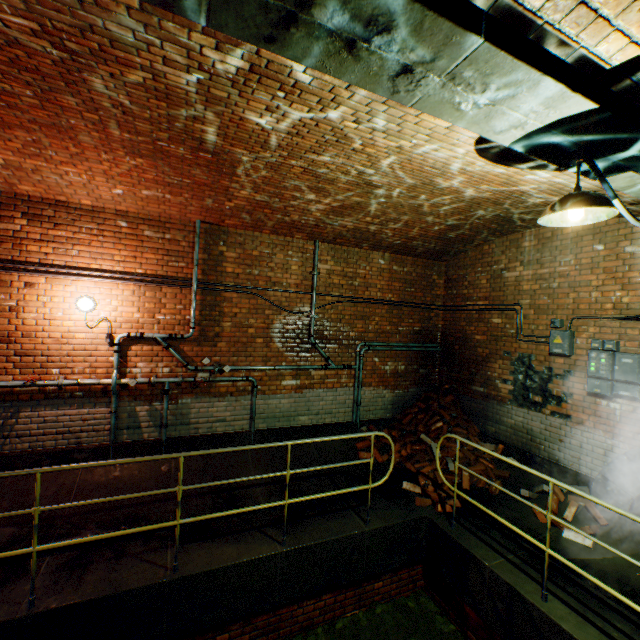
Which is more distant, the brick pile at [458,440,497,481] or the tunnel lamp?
the brick pile at [458,440,497,481]

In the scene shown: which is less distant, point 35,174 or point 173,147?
point 173,147

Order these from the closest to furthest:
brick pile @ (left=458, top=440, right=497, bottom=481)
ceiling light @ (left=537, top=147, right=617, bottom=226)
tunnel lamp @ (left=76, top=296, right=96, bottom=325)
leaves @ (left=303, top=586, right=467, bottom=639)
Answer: ceiling light @ (left=537, top=147, right=617, bottom=226) → leaves @ (left=303, top=586, right=467, bottom=639) → tunnel lamp @ (left=76, top=296, right=96, bottom=325) → brick pile @ (left=458, top=440, right=497, bottom=481)

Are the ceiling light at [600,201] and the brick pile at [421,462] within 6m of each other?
yes

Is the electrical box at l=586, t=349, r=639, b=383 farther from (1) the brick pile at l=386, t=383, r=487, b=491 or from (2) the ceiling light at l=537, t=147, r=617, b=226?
(2) the ceiling light at l=537, t=147, r=617, b=226

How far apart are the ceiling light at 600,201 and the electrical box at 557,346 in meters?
3.3 m

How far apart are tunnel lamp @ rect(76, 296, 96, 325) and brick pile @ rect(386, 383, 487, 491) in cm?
550

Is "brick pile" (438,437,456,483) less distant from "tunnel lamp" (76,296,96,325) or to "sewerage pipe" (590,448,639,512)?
"sewerage pipe" (590,448,639,512)
